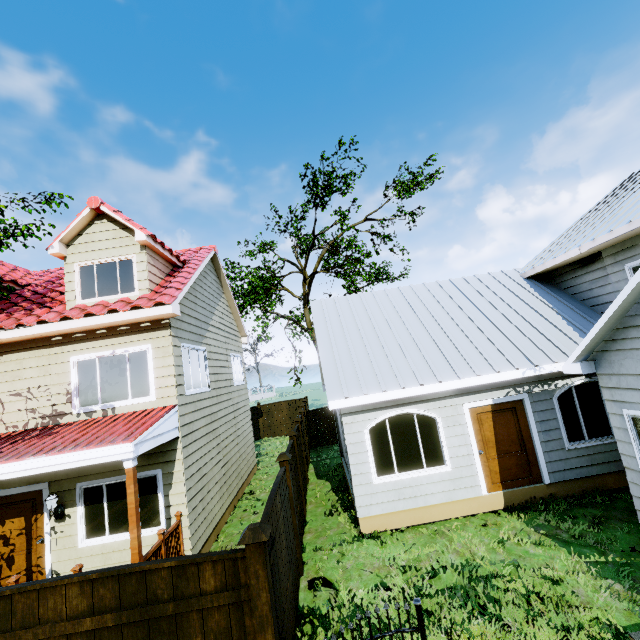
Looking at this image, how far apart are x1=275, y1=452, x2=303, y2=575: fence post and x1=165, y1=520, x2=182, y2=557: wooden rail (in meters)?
2.50

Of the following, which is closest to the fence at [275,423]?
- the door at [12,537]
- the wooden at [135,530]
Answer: the wooden at [135,530]

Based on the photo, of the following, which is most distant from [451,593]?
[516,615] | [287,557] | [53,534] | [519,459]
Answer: [53,534]

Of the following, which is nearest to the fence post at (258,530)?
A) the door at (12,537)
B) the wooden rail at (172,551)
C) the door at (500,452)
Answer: the wooden rail at (172,551)

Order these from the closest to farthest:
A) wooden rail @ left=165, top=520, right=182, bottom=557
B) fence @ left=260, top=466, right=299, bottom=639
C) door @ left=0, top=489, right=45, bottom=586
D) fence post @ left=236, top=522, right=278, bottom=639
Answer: fence post @ left=236, top=522, right=278, bottom=639 → fence @ left=260, top=466, right=299, bottom=639 → wooden rail @ left=165, top=520, right=182, bottom=557 → door @ left=0, top=489, right=45, bottom=586

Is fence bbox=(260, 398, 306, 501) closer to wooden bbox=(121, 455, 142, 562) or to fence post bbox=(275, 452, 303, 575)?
fence post bbox=(275, 452, 303, 575)

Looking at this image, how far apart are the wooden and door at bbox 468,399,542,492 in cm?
762

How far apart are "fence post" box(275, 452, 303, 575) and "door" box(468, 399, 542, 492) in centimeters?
467cm
